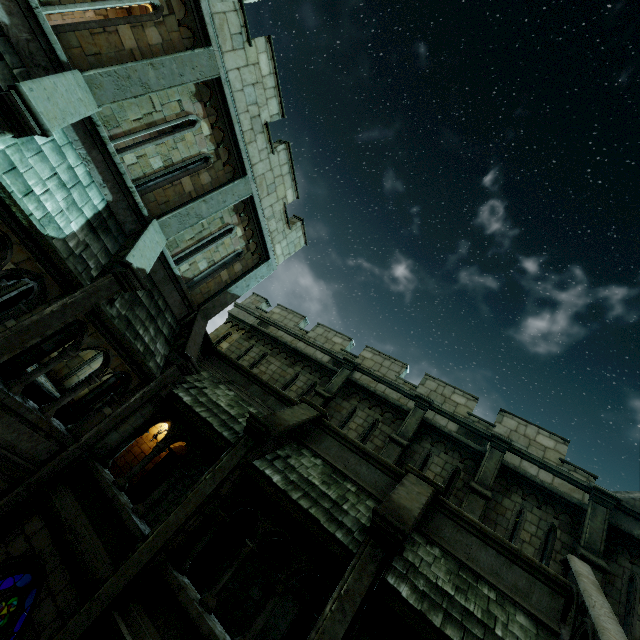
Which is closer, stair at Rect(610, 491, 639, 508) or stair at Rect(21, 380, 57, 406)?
stair at Rect(610, 491, 639, 508)

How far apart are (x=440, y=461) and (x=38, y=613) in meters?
10.9 m

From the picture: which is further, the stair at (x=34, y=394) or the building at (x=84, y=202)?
the stair at (x=34, y=394)

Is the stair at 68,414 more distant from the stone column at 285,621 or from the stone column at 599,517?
the stone column at 599,517

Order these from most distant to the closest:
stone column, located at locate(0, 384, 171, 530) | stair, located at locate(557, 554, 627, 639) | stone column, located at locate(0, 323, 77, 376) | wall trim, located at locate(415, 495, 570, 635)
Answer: stone column, located at locate(0, 323, 77, 376) < stone column, located at locate(0, 384, 171, 530) < wall trim, located at locate(415, 495, 570, 635) < stair, located at locate(557, 554, 627, 639)

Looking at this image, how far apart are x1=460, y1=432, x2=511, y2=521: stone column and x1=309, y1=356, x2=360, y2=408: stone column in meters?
5.5 m

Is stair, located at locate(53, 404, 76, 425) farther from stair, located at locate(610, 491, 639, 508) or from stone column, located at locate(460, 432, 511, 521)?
stair, located at locate(610, 491, 639, 508)

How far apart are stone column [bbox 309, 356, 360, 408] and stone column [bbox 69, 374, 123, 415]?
7.3m
